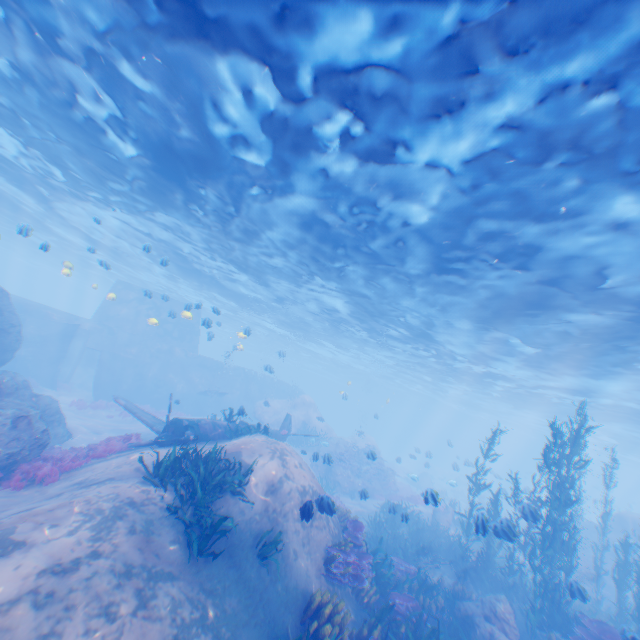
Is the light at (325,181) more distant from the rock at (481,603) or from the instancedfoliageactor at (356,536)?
the instancedfoliageactor at (356,536)

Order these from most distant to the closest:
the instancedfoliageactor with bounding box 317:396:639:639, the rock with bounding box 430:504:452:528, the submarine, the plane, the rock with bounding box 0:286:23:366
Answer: the submarine < the rock with bounding box 430:504:452:528 < the rock with bounding box 0:286:23:366 < the plane < the instancedfoliageactor with bounding box 317:396:639:639

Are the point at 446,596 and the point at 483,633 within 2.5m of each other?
yes

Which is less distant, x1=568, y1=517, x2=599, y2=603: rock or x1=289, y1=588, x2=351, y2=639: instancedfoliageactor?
x1=289, y1=588, x2=351, y2=639: instancedfoliageactor

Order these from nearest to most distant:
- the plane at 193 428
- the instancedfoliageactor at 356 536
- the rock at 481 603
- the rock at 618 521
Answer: the instancedfoliageactor at 356 536
the rock at 481 603
the plane at 193 428
the rock at 618 521

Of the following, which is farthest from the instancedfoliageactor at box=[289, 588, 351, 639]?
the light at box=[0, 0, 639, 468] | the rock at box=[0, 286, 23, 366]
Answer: the light at box=[0, 0, 639, 468]

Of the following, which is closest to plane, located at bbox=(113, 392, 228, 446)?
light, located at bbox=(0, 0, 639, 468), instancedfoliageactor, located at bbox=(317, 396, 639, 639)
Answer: instancedfoliageactor, located at bbox=(317, 396, 639, 639)
